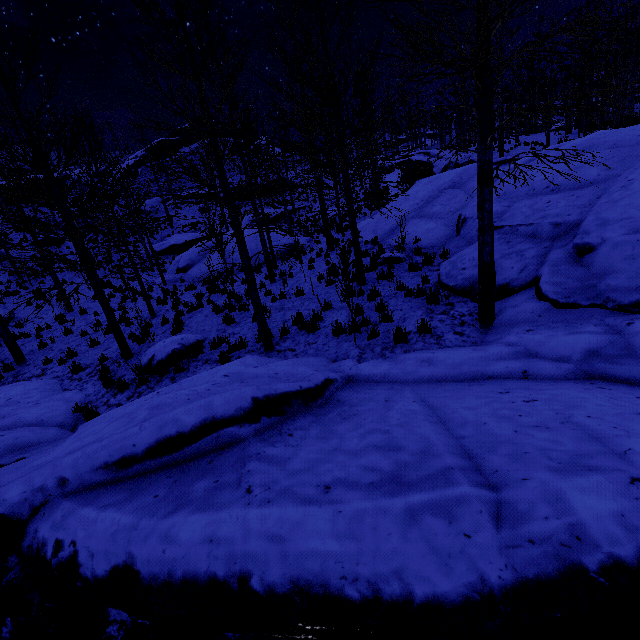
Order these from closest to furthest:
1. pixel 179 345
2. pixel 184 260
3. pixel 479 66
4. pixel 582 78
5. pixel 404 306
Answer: pixel 479 66, pixel 404 306, pixel 179 345, pixel 184 260, pixel 582 78

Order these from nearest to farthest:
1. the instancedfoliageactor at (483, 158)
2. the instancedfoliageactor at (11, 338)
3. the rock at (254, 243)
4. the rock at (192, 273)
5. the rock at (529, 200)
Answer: the rock at (529, 200) < the instancedfoliageactor at (483, 158) < the instancedfoliageactor at (11, 338) < the rock at (192, 273) < the rock at (254, 243)

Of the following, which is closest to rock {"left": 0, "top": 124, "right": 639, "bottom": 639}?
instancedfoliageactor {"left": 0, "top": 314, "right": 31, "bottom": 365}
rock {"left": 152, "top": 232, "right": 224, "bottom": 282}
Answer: instancedfoliageactor {"left": 0, "top": 314, "right": 31, "bottom": 365}

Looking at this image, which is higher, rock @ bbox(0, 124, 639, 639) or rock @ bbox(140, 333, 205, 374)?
rock @ bbox(0, 124, 639, 639)

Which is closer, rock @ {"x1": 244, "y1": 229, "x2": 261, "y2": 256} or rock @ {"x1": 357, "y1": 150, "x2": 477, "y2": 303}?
rock @ {"x1": 357, "y1": 150, "x2": 477, "y2": 303}

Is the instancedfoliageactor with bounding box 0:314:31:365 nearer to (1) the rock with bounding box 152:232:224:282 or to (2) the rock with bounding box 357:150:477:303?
(2) the rock with bounding box 357:150:477:303

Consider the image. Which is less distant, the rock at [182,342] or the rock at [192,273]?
the rock at [182,342]
